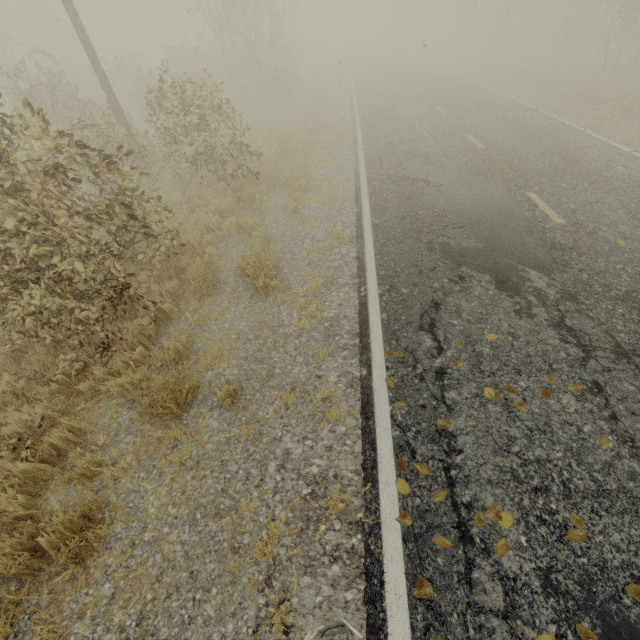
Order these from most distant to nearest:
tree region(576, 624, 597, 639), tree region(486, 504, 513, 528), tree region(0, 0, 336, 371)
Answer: tree region(0, 0, 336, 371) → tree region(486, 504, 513, 528) → tree region(576, 624, 597, 639)

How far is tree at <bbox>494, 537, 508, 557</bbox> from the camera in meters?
2.6

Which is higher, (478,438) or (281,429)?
(478,438)

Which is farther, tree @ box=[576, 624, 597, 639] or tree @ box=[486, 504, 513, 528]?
tree @ box=[486, 504, 513, 528]

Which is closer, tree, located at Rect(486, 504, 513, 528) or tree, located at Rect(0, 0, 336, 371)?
tree, located at Rect(486, 504, 513, 528)

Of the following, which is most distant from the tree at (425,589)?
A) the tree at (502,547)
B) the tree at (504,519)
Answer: the tree at (502,547)

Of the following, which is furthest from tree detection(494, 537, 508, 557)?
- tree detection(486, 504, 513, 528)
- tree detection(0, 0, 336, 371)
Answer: tree detection(0, 0, 336, 371)
